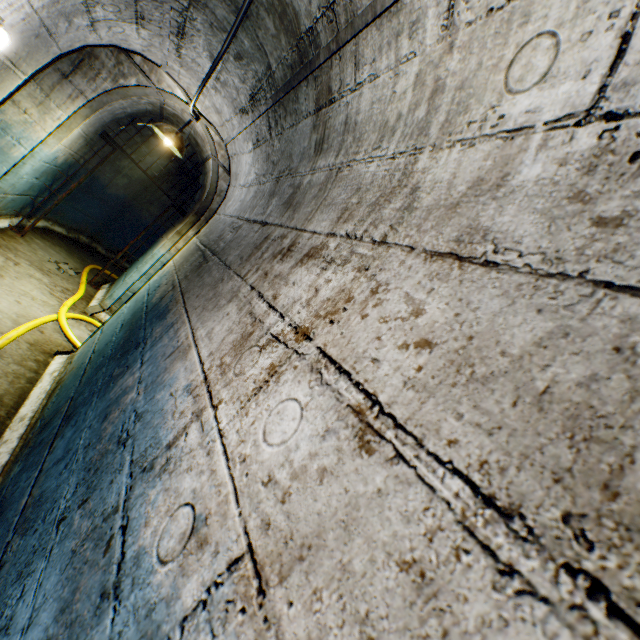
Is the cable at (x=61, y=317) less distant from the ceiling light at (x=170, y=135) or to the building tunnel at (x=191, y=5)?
the building tunnel at (x=191, y=5)

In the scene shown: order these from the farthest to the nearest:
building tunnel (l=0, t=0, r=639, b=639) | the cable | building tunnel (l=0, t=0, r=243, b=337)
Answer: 1. the cable
2. building tunnel (l=0, t=0, r=243, b=337)
3. building tunnel (l=0, t=0, r=639, b=639)

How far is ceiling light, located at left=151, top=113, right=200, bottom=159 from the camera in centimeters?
376cm

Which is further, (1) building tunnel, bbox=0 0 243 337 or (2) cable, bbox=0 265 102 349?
(2) cable, bbox=0 265 102 349

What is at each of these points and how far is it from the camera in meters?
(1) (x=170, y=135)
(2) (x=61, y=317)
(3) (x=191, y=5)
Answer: (1) ceiling light, 3.8 m
(2) cable, 3.9 m
(3) building tunnel, 2.1 m

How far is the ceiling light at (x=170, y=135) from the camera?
3.76m

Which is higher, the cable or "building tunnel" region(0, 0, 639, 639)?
"building tunnel" region(0, 0, 639, 639)

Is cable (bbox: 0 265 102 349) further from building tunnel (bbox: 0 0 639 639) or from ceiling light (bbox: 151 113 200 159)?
ceiling light (bbox: 151 113 200 159)
